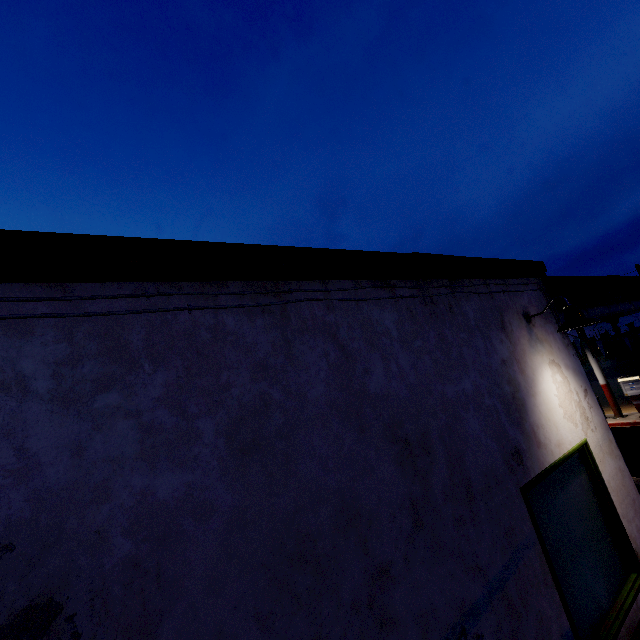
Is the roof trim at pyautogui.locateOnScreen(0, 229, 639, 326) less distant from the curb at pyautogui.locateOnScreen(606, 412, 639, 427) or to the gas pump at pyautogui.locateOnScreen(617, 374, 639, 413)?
the gas pump at pyautogui.locateOnScreen(617, 374, 639, 413)

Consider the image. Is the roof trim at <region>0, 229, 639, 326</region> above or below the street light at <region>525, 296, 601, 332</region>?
above

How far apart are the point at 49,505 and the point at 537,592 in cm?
375

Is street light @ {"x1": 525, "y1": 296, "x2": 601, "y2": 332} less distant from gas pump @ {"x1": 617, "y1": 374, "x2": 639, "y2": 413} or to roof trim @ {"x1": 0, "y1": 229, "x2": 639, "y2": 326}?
roof trim @ {"x1": 0, "y1": 229, "x2": 639, "y2": 326}

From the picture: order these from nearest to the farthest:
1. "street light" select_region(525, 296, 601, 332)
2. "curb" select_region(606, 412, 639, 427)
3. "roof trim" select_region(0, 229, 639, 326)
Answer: "roof trim" select_region(0, 229, 639, 326), "street light" select_region(525, 296, 601, 332), "curb" select_region(606, 412, 639, 427)

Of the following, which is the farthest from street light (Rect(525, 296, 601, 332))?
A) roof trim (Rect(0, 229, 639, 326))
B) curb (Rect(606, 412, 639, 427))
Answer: curb (Rect(606, 412, 639, 427))

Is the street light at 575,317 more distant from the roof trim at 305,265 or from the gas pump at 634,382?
the gas pump at 634,382
